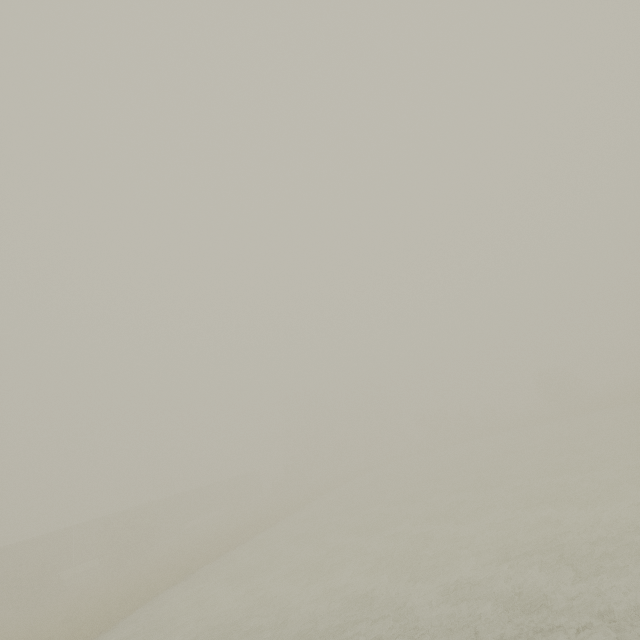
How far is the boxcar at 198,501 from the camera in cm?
4172

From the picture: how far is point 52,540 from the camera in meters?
32.8

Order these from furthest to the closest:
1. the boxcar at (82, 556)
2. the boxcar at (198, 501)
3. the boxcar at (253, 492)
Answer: the boxcar at (253, 492)
the boxcar at (198, 501)
the boxcar at (82, 556)

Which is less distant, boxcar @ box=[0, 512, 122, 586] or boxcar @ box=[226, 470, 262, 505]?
boxcar @ box=[0, 512, 122, 586]

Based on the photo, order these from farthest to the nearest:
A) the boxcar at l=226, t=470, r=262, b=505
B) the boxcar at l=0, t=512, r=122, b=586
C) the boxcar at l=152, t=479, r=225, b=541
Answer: the boxcar at l=226, t=470, r=262, b=505
the boxcar at l=152, t=479, r=225, b=541
the boxcar at l=0, t=512, r=122, b=586

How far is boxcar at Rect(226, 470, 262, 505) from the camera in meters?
52.7 m
